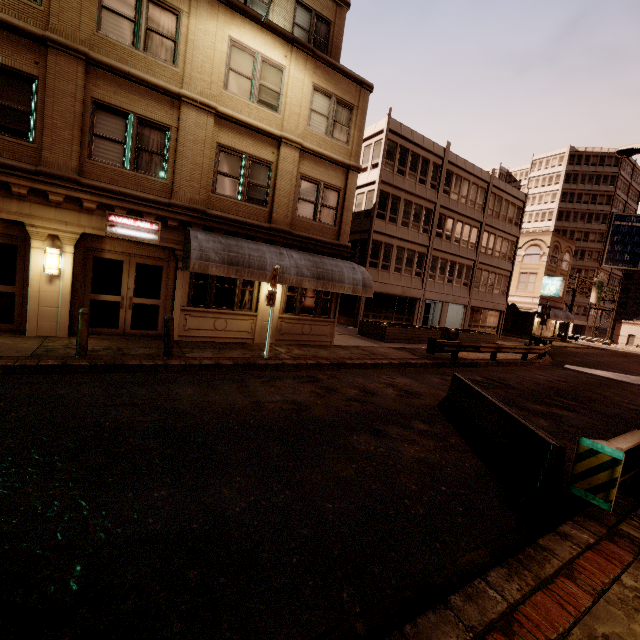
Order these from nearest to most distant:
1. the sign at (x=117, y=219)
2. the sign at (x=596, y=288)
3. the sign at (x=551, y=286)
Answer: the sign at (x=117, y=219)
the sign at (x=551, y=286)
the sign at (x=596, y=288)

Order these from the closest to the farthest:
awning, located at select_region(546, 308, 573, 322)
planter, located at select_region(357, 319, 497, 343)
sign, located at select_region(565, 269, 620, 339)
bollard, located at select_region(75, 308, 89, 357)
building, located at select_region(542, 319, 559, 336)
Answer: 1. bollard, located at select_region(75, 308, 89, 357)
2. planter, located at select_region(357, 319, 497, 343)
3. awning, located at select_region(546, 308, 573, 322)
4. building, located at select_region(542, 319, 559, 336)
5. sign, located at select_region(565, 269, 620, 339)

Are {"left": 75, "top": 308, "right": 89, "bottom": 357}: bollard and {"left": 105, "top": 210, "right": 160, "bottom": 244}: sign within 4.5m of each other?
yes

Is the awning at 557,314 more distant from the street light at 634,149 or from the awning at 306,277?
the awning at 306,277

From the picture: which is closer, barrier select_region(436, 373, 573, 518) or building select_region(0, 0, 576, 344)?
barrier select_region(436, 373, 573, 518)

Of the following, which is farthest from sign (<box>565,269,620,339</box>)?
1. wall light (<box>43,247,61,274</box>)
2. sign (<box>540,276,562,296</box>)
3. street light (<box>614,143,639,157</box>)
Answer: wall light (<box>43,247,61,274</box>)

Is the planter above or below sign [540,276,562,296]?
below

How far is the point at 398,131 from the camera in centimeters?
2425cm
